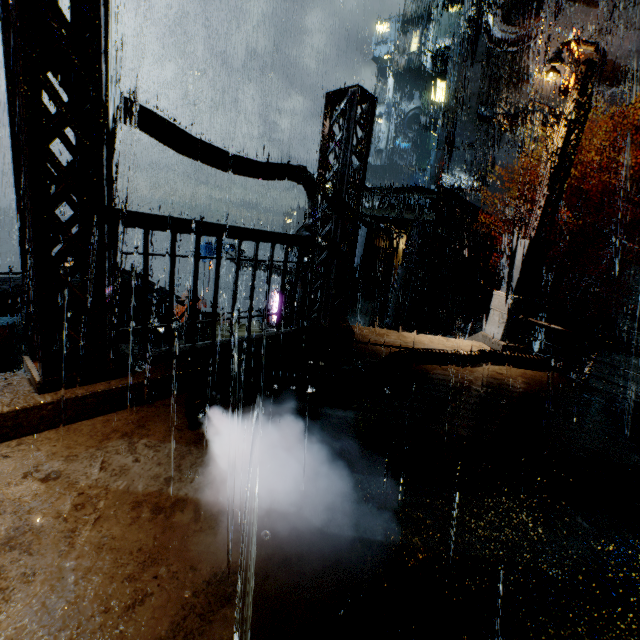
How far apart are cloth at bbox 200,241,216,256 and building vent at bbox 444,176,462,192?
27.8m

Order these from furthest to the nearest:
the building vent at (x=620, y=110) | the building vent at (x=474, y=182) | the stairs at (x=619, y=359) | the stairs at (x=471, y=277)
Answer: the building vent at (x=474, y=182), the building vent at (x=620, y=110), the stairs at (x=471, y=277), the stairs at (x=619, y=359)

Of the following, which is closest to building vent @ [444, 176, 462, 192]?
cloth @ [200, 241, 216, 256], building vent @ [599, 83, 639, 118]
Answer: building vent @ [599, 83, 639, 118]

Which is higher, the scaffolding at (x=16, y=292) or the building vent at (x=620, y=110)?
the building vent at (x=620, y=110)

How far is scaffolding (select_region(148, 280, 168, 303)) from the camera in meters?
6.5 m

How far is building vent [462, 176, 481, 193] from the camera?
39.2 meters

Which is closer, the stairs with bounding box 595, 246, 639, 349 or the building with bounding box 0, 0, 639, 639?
the building with bounding box 0, 0, 639, 639

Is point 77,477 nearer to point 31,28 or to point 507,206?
point 31,28
